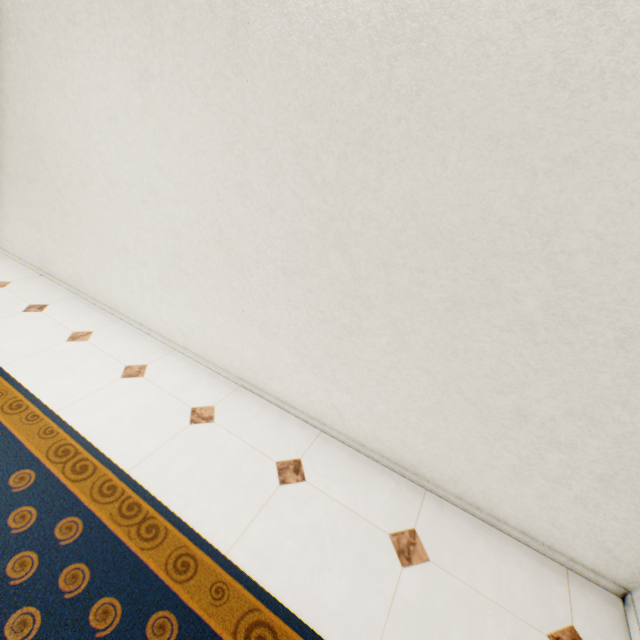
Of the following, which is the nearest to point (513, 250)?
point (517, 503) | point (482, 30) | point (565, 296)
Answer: point (565, 296)
